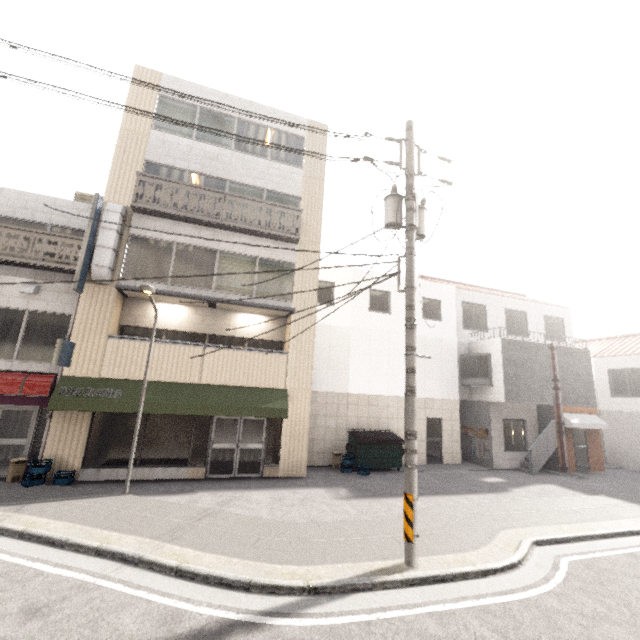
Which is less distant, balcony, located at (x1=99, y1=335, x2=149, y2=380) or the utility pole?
the utility pole

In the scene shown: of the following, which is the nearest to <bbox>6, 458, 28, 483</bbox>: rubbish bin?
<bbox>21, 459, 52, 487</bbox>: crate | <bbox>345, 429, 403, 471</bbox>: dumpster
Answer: <bbox>21, 459, 52, 487</bbox>: crate

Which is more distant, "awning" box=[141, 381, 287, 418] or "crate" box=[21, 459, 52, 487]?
"awning" box=[141, 381, 287, 418]

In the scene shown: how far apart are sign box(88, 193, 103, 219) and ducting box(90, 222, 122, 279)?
0.2m

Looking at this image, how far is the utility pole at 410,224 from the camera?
5.9m

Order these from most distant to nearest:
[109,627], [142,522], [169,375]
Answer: [169,375]
[142,522]
[109,627]

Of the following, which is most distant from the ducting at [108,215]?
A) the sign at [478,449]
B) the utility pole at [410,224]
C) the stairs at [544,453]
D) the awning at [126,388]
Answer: the stairs at [544,453]

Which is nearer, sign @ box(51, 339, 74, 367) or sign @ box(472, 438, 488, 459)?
sign @ box(51, 339, 74, 367)
